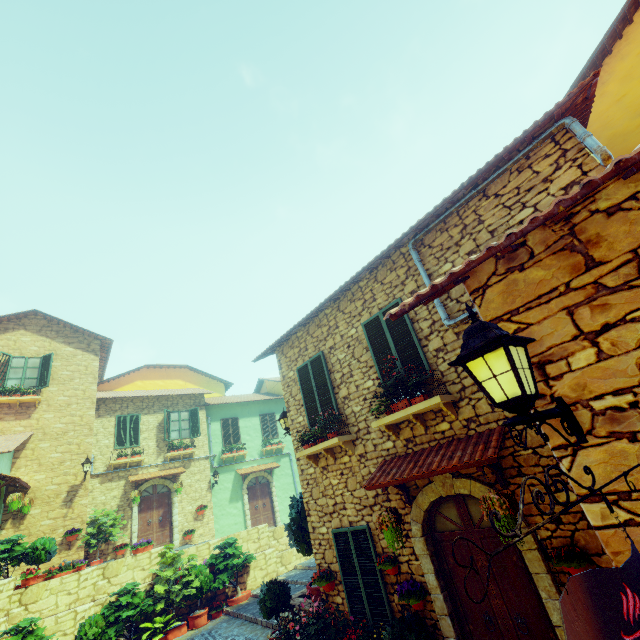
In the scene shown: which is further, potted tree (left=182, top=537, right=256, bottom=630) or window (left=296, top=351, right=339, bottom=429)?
potted tree (left=182, top=537, right=256, bottom=630)

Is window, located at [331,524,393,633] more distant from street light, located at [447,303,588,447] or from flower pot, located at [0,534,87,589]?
flower pot, located at [0,534,87,589]

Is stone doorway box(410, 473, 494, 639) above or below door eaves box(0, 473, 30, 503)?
below

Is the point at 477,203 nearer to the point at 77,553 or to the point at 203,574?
the point at 203,574

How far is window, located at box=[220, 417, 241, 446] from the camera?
19.22m

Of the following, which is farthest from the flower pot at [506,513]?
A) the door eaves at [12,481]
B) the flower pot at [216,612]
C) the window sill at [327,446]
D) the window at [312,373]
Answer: the door eaves at [12,481]

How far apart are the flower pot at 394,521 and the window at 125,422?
15.2m
